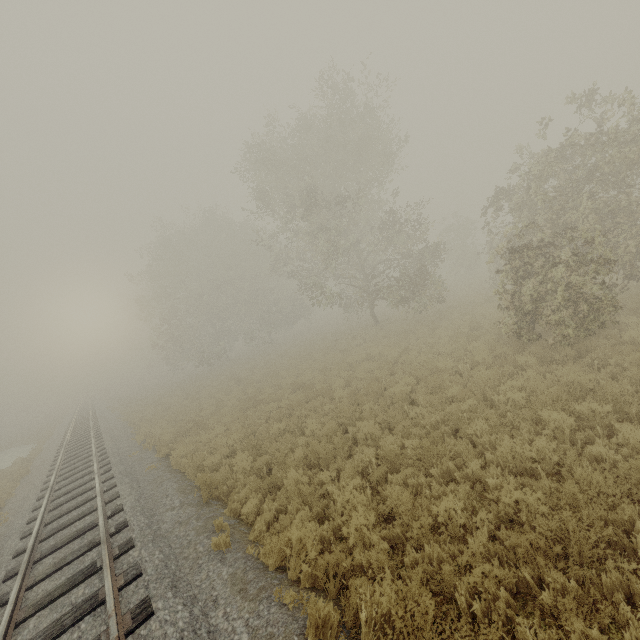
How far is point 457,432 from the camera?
7.91m
